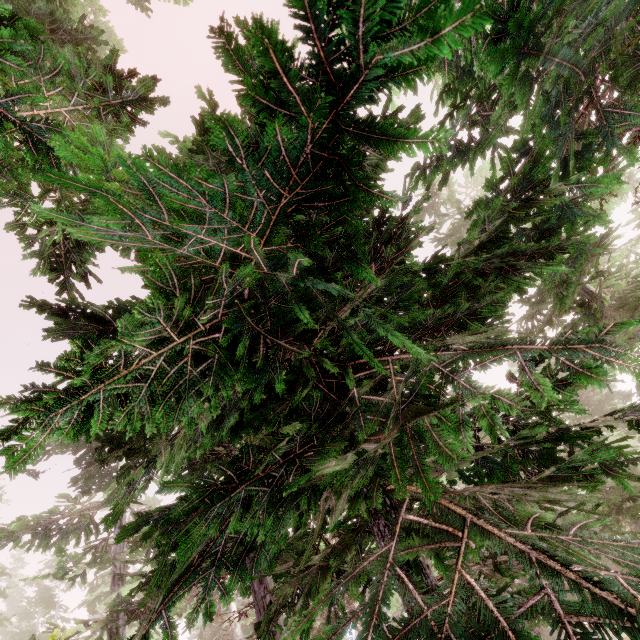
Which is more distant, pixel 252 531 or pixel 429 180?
pixel 429 180
